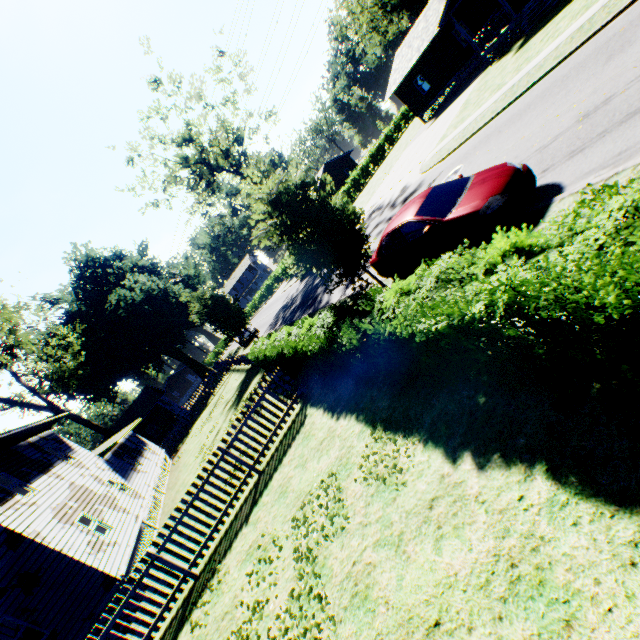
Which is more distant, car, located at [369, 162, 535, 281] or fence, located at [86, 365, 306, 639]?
fence, located at [86, 365, 306, 639]

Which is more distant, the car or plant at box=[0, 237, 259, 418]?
plant at box=[0, 237, 259, 418]

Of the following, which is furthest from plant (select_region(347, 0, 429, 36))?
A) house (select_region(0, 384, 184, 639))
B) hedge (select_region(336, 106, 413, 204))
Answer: hedge (select_region(336, 106, 413, 204))

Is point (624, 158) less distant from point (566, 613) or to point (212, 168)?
point (566, 613)

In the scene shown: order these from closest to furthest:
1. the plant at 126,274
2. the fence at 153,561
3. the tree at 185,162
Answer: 1. the fence at 153,561
2. the plant at 126,274
3. the tree at 185,162

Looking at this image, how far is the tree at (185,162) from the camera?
30.1 meters

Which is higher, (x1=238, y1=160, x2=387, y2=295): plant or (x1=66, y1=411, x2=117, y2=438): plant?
(x1=66, y1=411, x2=117, y2=438): plant

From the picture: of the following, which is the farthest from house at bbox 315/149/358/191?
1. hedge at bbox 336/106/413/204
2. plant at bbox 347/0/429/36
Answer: plant at bbox 347/0/429/36
